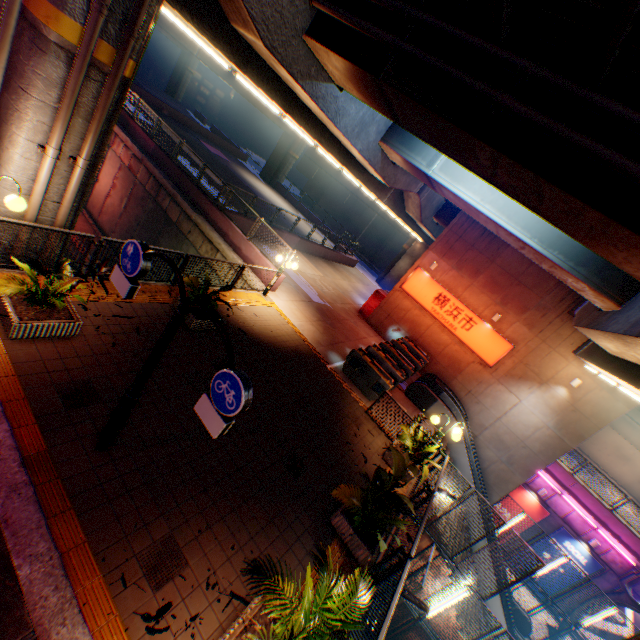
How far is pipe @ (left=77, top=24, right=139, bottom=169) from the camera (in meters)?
5.93

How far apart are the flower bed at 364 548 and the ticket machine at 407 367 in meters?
6.6 m

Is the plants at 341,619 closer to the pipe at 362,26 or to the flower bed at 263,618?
the flower bed at 263,618

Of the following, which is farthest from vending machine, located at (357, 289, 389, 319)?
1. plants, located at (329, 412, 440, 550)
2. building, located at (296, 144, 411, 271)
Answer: building, located at (296, 144, 411, 271)

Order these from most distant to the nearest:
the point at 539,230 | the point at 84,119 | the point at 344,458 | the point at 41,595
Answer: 1. the point at 539,230
2. the point at 344,458
3. the point at 84,119
4. the point at 41,595

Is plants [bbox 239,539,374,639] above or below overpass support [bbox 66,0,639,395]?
below

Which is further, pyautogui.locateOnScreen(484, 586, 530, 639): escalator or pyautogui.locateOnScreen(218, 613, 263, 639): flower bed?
pyautogui.locateOnScreen(484, 586, 530, 639): escalator

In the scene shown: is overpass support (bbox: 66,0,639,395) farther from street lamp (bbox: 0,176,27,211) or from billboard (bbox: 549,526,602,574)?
billboard (bbox: 549,526,602,574)
